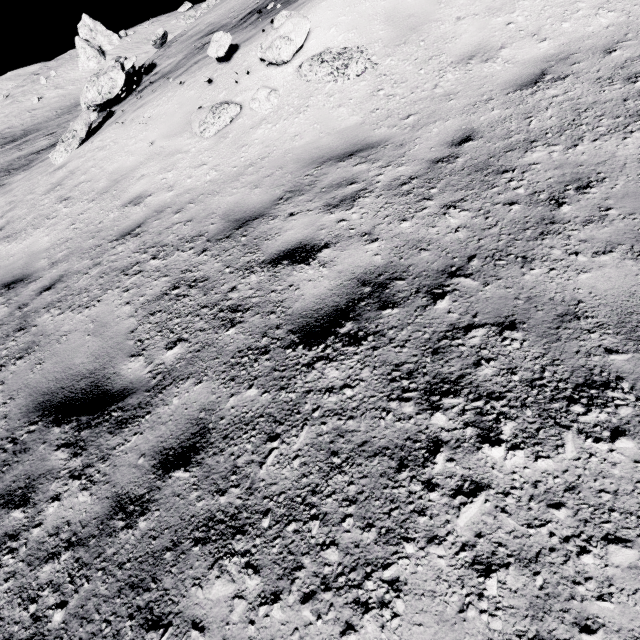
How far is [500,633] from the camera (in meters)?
1.22

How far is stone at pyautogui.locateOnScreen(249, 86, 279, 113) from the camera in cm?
543

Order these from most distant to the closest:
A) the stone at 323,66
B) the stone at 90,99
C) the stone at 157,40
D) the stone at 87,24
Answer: the stone at 87,24, the stone at 157,40, the stone at 90,99, the stone at 323,66

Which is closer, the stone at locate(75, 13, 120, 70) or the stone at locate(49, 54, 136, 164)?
the stone at locate(49, 54, 136, 164)

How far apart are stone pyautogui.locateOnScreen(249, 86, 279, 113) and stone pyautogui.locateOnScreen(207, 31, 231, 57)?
1.5 meters

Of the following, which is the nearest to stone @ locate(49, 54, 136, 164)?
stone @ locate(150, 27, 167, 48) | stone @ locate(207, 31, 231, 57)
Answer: stone @ locate(150, 27, 167, 48)

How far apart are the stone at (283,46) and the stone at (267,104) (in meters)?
0.55

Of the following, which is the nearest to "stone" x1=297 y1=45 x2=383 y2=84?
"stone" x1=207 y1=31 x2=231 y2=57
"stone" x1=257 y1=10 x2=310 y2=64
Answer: "stone" x1=257 y1=10 x2=310 y2=64
